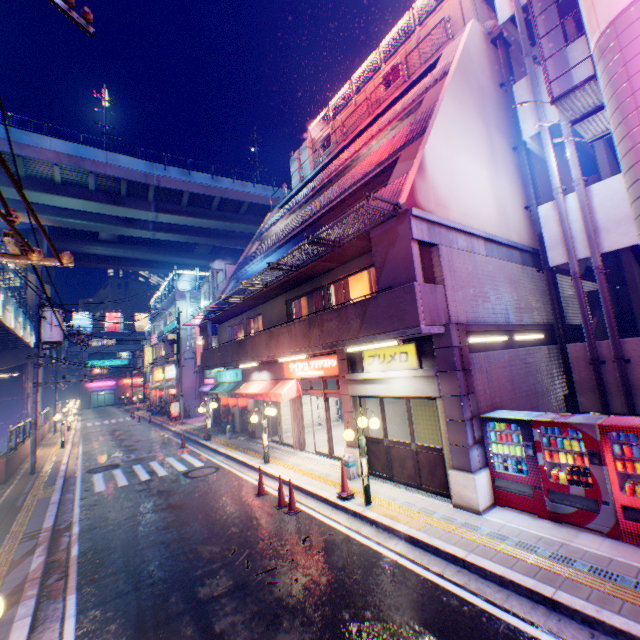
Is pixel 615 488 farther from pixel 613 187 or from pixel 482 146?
pixel 482 146

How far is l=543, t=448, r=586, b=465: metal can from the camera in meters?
6.4 m

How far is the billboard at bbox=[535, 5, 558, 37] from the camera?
7.9 meters

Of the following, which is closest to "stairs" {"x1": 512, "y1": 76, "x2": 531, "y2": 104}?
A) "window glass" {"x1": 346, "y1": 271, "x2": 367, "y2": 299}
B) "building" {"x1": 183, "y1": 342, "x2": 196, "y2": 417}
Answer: "window glass" {"x1": 346, "y1": 271, "x2": 367, "y2": 299}

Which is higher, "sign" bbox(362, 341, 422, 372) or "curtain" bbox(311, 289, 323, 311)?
"curtain" bbox(311, 289, 323, 311)

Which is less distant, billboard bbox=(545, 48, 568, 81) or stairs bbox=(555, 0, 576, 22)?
billboard bbox=(545, 48, 568, 81)

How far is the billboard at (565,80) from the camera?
7.6m

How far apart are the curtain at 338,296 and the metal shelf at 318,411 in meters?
7.6 m
